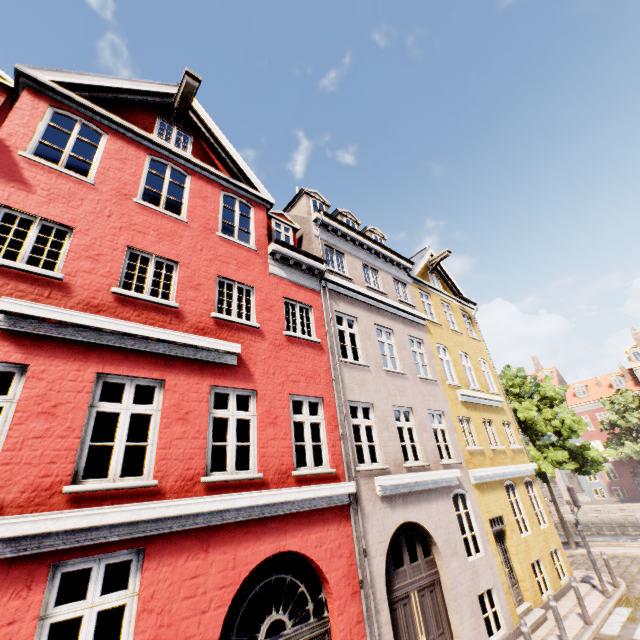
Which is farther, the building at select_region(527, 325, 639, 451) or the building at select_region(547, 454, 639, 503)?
the building at select_region(527, 325, 639, 451)

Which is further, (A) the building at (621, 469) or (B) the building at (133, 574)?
(A) the building at (621, 469)

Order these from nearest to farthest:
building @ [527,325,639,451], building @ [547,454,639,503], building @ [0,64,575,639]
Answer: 1. building @ [0,64,575,639]
2. building @ [547,454,639,503]
3. building @ [527,325,639,451]

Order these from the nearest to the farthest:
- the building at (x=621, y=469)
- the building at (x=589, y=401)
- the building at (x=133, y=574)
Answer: the building at (x=133, y=574), the building at (x=621, y=469), the building at (x=589, y=401)

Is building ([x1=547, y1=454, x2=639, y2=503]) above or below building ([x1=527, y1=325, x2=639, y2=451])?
below

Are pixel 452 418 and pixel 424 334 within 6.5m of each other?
yes
